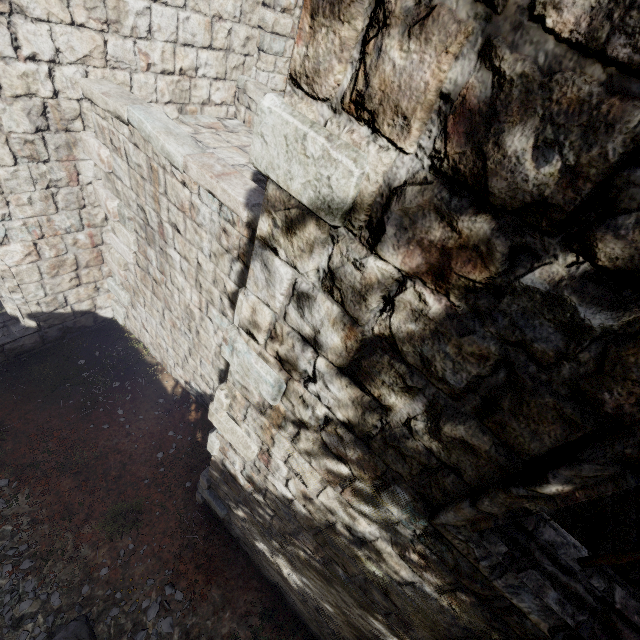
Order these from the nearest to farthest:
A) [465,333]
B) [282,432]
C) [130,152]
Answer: [465,333], [282,432], [130,152]
